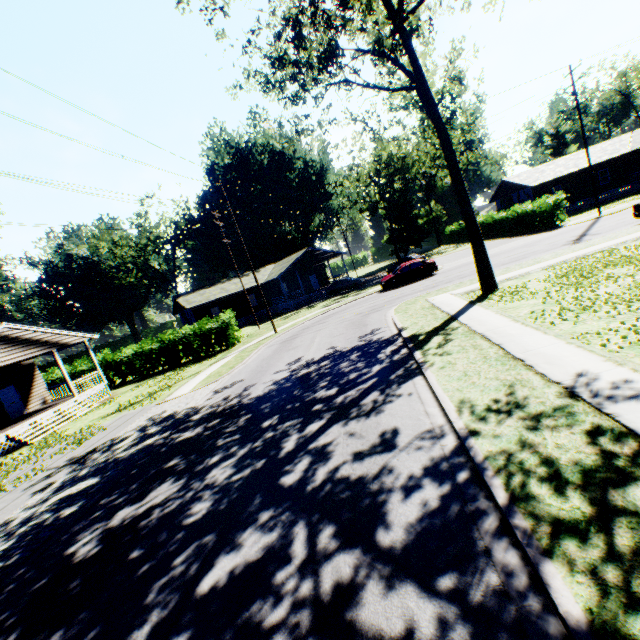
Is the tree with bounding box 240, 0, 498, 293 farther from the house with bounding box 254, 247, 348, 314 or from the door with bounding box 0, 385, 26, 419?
the door with bounding box 0, 385, 26, 419

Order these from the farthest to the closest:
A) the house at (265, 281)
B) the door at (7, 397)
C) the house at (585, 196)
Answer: the house at (265, 281) < the house at (585, 196) < the door at (7, 397)

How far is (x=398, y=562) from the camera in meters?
3.9

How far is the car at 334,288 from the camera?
37.06m

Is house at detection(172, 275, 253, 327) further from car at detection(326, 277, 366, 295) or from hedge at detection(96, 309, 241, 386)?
hedge at detection(96, 309, 241, 386)

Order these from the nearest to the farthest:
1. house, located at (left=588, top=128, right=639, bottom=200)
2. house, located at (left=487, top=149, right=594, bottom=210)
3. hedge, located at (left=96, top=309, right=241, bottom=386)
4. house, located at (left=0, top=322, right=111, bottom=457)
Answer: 1. house, located at (left=0, top=322, right=111, bottom=457)
2. hedge, located at (left=96, top=309, right=241, bottom=386)
3. house, located at (left=588, top=128, right=639, bottom=200)
4. house, located at (left=487, top=149, right=594, bottom=210)

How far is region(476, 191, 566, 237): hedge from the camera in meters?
29.5 m

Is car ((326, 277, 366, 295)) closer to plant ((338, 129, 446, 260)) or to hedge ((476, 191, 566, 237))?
hedge ((476, 191, 566, 237))
